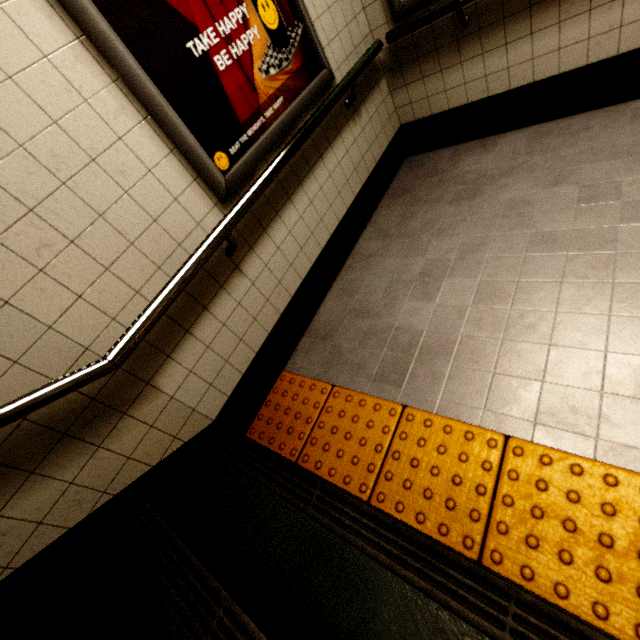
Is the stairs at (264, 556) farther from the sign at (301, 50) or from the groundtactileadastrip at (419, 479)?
the sign at (301, 50)

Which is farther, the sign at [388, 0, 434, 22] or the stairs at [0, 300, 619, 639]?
the sign at [388, 0, 434, 22]

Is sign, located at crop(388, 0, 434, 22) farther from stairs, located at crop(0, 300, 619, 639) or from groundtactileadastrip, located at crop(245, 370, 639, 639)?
stairs, located at crop(0, 300, 619, 639)

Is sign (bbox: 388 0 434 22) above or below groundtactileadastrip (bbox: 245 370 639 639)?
above

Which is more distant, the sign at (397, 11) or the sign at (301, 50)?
the sign at (397, 11)

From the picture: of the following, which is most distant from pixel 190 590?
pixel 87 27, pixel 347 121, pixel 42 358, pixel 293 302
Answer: pixel 347 121

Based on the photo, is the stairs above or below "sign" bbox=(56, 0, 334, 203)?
below

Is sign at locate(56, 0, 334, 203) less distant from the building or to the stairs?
the building
